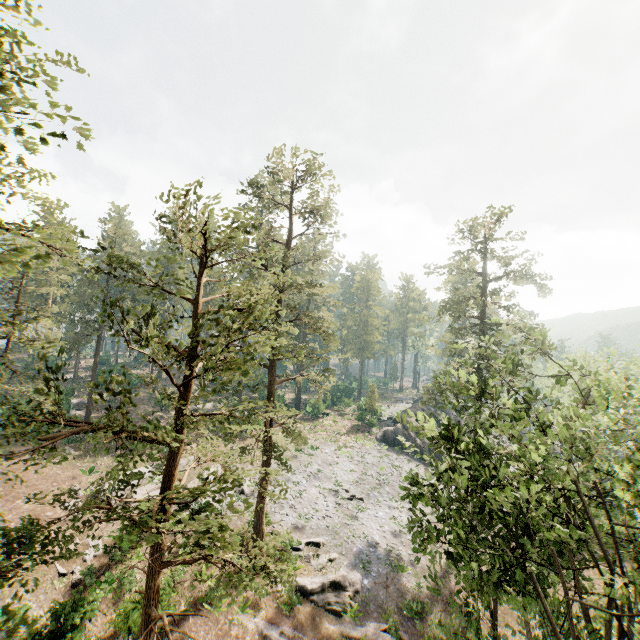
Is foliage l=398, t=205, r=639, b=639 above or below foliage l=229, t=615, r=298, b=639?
above

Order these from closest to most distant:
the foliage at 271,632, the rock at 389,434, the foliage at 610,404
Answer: the foliage at 610,404
the foliage at 271,632
the rock at 389,434

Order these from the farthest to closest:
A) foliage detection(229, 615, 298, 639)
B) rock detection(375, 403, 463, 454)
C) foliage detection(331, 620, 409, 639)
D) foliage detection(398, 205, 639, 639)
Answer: rock detection(375, 403, 463, 454)
foliage detection(331, 620, 409, 639)
foliage detection(229, 615, 298, 639)
foliage detection(398, 205, 639, 639)

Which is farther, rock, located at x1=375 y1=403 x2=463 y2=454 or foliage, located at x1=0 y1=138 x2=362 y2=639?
A: rock, located at x1=375 y1=403 x2=463 y2=454

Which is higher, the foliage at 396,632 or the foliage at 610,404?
the foliage at 610,404

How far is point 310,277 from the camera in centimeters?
5431cm

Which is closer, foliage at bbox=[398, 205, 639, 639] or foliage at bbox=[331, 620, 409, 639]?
foliage at bbox=[398, 205, 639, 639]
